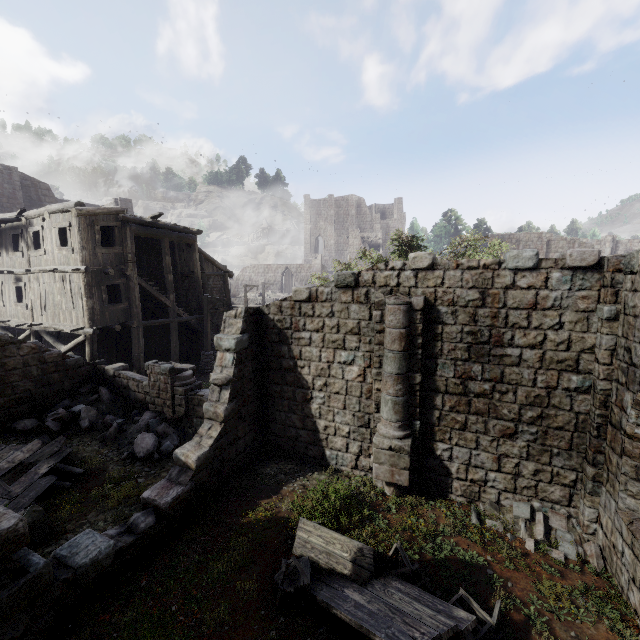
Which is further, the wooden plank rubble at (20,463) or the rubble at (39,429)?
the rubble at (39,429)

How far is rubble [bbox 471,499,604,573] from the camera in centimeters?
704cm

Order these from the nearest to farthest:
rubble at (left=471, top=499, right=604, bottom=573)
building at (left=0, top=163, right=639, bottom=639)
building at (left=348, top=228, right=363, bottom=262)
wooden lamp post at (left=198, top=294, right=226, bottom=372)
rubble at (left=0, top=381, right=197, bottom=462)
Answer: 1. building at (left=0, top=163, right=639, bottom=639)
2. rubble at (left=471, top=499, right=604, bottom=573)
3. rubble at (left=0, top=381, right=197, bottom=462)
4. wooden lamp post at (left=198, top=294, right=226, bottom=372)
5. building at (left=348, top=228, right=363, bottom=262)

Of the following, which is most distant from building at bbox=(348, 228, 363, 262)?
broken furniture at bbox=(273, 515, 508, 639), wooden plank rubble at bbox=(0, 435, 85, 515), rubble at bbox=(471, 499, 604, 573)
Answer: broken furniture at bbox=(273, 515, 508, 639)

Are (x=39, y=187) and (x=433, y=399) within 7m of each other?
no

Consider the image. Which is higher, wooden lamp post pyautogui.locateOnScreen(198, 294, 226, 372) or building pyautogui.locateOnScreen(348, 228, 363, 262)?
A: building pyautogui.locateOnScreen(348, 228, 363, 262)

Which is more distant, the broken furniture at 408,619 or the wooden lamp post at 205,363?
the wooden lamp post at 205,363

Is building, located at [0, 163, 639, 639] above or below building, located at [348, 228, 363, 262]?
below
